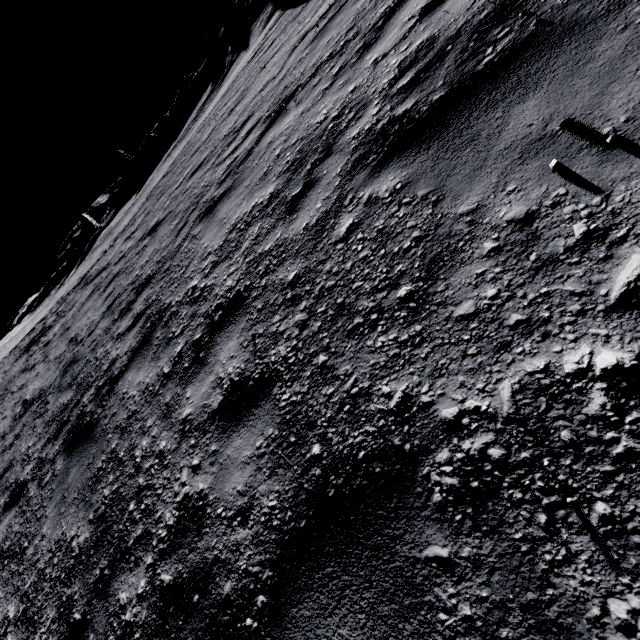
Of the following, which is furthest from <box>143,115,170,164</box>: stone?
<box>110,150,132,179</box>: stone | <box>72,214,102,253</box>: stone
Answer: <box>72,214,102,253</box>: stone

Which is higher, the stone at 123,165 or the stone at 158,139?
the stone at 123,165

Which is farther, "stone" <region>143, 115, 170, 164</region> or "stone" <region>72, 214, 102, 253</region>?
"stone" <region>143, 115, 170, 164</region>

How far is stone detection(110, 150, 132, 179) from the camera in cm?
4809

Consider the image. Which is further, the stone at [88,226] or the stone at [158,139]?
the stone at [158,139]

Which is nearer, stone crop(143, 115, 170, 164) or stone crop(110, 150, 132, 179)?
stone crop(143, 115, 170, 164)

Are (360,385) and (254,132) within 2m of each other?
no
